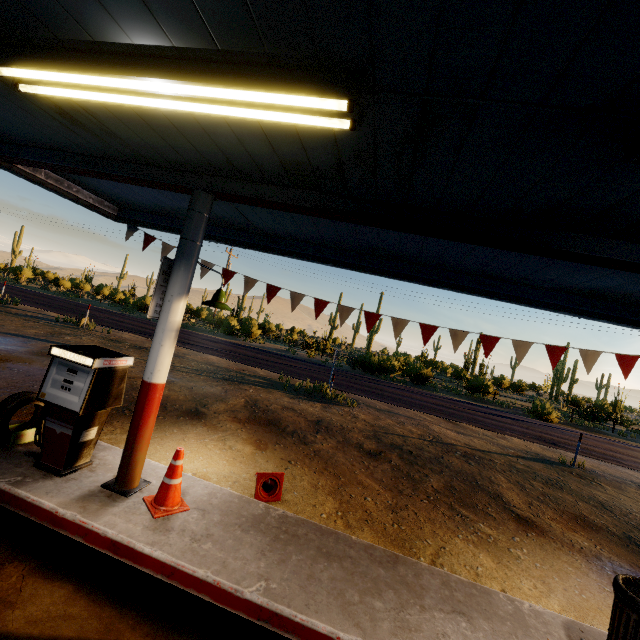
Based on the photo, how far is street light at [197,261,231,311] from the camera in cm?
492

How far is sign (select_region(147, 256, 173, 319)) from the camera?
4.0 meters

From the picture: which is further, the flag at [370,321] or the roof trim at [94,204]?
the flag at [370,321]

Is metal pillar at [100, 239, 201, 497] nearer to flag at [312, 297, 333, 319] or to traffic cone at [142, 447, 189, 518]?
traffic cone at [142, 447, 189, 518]

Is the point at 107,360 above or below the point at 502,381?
below

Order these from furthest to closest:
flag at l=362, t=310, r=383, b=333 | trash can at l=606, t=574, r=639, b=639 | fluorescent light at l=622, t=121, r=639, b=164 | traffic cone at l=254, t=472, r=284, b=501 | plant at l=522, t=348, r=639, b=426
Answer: plant at l=522, t=348, r=639, b=426 → flag at l=362, t=310, r=383, b=333 → traffic cone at l=254, t=472, r=284, b=501 → trash can at l=606, t=574, r=639, b=639 → fluorescent light at l=622, t=121, r=639, b=164

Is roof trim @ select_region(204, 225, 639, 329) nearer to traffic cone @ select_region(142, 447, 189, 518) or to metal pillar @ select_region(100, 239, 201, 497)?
metal pillar @ select_region(100, 239, 201, 497)

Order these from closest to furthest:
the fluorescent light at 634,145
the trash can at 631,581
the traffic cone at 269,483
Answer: the fluorescent light at 634,145
the trash can at 631,581
the traffic cone at 269,483
